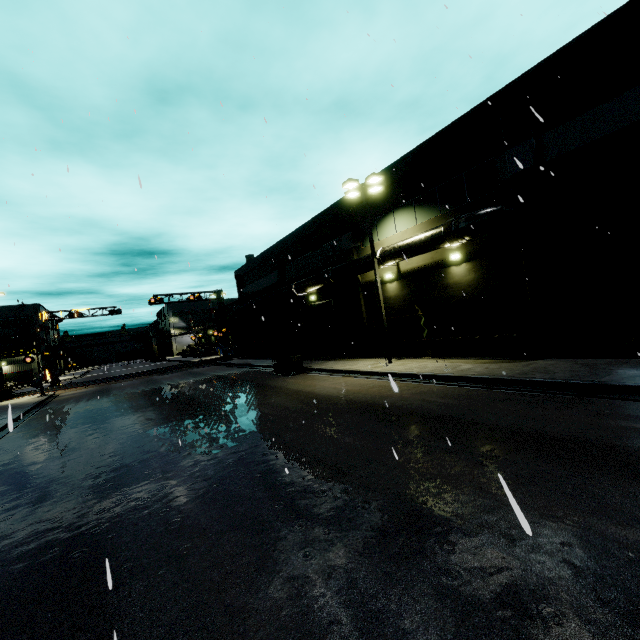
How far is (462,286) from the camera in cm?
1551

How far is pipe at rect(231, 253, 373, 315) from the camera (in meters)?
19.24

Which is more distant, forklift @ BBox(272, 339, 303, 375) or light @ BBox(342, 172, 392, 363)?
forklift @ BBox(272, 339, 303, 375)

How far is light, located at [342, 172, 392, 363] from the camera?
16.7m

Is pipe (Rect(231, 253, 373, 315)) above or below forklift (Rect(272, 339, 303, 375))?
above

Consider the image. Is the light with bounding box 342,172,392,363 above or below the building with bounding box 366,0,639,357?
above

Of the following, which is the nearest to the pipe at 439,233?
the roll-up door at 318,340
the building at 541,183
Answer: the building at 541,183

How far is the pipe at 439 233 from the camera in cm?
1270
